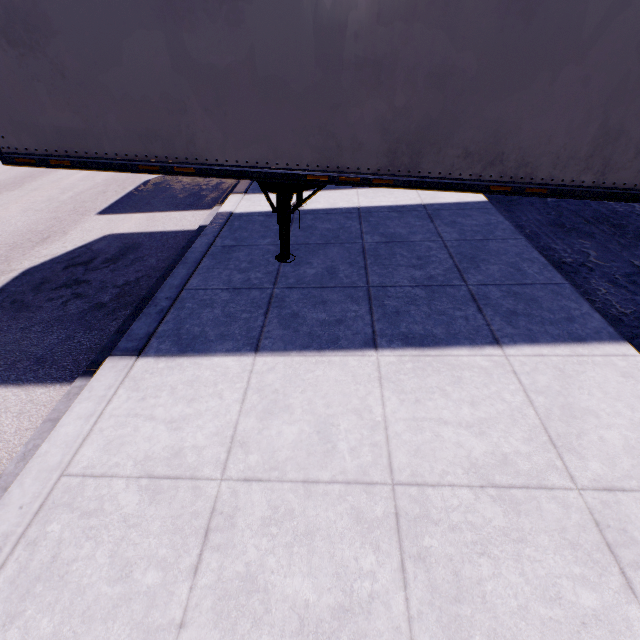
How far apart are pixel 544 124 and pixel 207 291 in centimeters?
435cm
